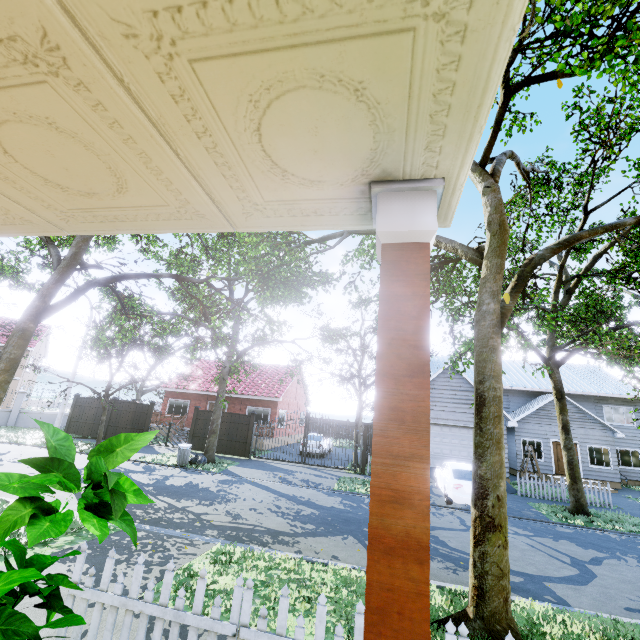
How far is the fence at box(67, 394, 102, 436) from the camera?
21.06m

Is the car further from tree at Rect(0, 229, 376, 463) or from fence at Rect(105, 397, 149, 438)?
tree at Rect(0, 229, 376, 463)

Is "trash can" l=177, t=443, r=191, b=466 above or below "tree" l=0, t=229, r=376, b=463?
below

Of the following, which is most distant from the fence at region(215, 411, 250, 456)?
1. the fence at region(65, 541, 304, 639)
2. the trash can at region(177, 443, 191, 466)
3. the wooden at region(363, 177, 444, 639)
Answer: the wooden at region(363, 177, 444, 639)

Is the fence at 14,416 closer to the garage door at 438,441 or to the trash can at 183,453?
the garage door at 438,441

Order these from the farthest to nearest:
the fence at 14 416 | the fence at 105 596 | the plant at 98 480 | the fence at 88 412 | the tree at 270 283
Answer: the fence at 14 416 → the fence at 88 412 → the tree at 270 283 → the fence at 105 596 → the plant at 98 480

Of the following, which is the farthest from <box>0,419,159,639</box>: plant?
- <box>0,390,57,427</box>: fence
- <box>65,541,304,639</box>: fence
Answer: <box>0,390,57,427</box>: fence

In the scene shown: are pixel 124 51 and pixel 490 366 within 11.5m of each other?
yes
